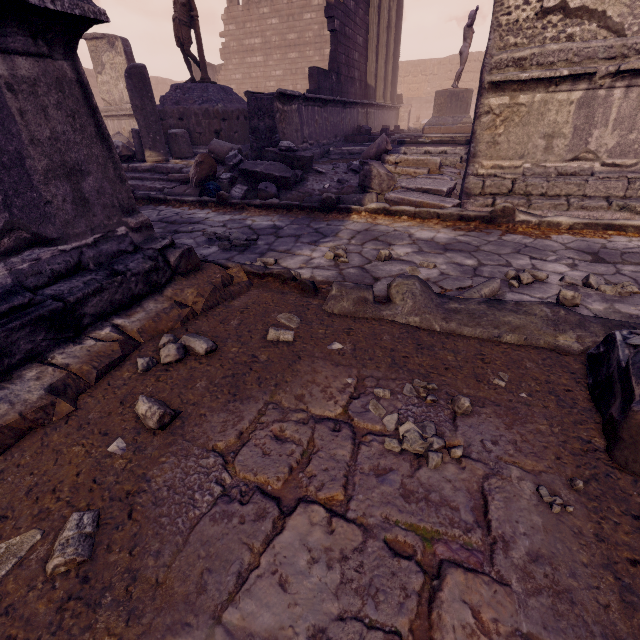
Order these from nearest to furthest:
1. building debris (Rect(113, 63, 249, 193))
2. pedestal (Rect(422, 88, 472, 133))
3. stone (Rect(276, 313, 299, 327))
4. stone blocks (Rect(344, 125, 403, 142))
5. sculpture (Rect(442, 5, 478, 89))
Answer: stone (Rect(276, 313, 299, 327)) → building debris (Rect(113, 63, 249, 193)) → stone blocks (Rect(344, 125, 403, 142)) → sculpture (Rect(442, 5, 478, 89)) → pedestal (Rect(422, 88, 472, 133))

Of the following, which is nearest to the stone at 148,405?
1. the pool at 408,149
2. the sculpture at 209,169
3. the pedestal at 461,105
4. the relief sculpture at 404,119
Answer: the sculpture at 209,169

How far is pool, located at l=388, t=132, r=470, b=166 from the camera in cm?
Answer: 745

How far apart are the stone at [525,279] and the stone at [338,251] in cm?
140

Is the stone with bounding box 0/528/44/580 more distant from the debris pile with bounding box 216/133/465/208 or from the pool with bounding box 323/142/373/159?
the pool with bounding box 323/142/373/159

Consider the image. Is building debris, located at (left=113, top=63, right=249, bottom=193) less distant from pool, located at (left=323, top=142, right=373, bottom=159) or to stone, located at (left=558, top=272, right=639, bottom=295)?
pool, located at (left=323, top=142, right=373, bottom=159)

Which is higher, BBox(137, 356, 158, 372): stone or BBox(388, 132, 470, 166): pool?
BBox(388, 132, 470, 166): pool

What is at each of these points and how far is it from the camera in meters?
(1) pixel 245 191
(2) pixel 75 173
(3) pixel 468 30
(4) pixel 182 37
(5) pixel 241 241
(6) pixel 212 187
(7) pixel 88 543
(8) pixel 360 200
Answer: (1) debris pile, 5.5 m
(2) building, 1.8 m
(3) sculpture, 11.3 m
(4) sculpture, 8.0 m
(5) stone, 3.7 m
(6) face mask, 5.6 m
(7) stone, 1.0 m
(8) column piece, 5.1 m
